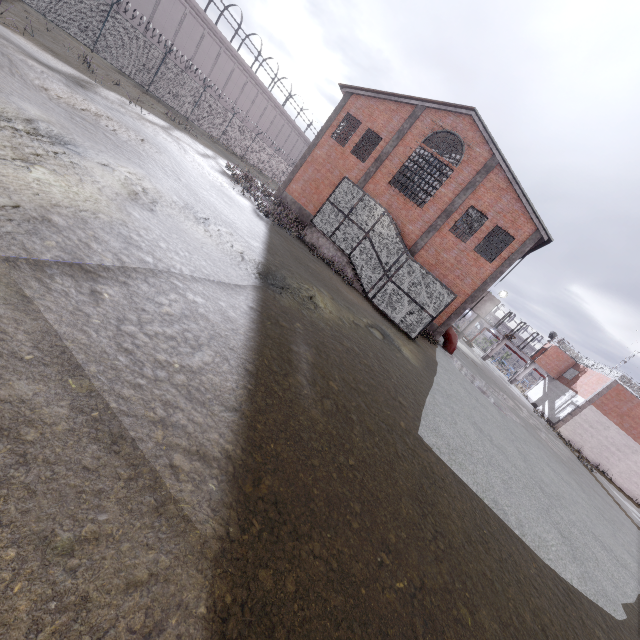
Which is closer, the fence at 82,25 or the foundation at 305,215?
the fence at 82,25

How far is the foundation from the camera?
24.3 meters

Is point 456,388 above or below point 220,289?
above

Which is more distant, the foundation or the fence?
the foundation

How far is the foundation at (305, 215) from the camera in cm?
2434
